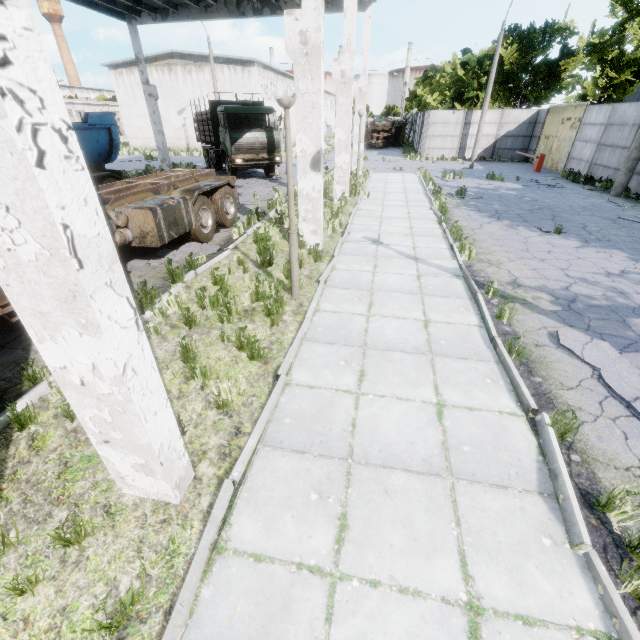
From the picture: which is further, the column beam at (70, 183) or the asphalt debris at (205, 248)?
the asphalt debris at (205, 248)

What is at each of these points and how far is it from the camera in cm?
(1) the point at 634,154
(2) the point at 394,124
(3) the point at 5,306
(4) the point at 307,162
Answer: (1) lamp post, 1384
(2) truck, 3991
(3) truck, 439
(4) column beam, 771

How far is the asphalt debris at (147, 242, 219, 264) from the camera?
8.01m

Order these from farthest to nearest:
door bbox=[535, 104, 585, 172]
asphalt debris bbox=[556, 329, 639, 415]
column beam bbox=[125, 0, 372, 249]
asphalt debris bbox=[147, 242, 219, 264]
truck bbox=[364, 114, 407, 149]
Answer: truck bbox=[364, 114, 407, 149] < door bbox=[535, 104, 585, 172] < asphalt debris bbox=[147, 242, 219, 264] < column beam bbox=[125, 0, 372, 249] < asphalt debris bbox=[556, 329, 639, 415]

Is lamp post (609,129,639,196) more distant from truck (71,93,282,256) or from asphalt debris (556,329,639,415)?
truck (71,93,282,256)

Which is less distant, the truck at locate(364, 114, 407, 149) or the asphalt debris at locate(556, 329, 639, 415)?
the asphalt debris at locate(556, 329, 639, 415)

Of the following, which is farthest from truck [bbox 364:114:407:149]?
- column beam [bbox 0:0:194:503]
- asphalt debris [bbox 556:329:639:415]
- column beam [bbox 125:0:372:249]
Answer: column beam [bbox 0:0:194:503]

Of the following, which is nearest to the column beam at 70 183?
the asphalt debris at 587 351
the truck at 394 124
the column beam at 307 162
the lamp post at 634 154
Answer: the asphalt debris at 587 351
